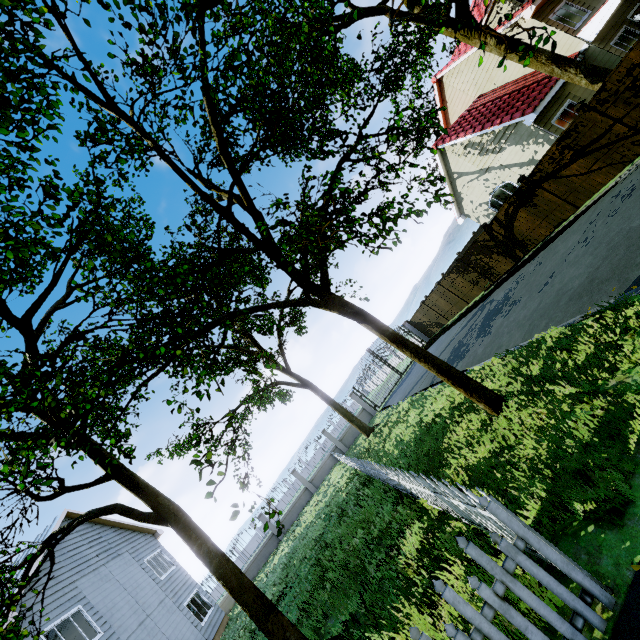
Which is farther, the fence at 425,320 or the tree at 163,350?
the fence at 425,320

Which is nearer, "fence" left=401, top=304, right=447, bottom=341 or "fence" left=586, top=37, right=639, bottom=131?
"fence" left=586, top=37, right=639, bottom=131

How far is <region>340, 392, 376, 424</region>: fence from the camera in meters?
23.6

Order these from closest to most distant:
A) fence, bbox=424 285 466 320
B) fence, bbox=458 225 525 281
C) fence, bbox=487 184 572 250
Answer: fence, bbox=487 184 572 250
fence, bbox=458 225 525 281
fence, bbox=424 285 466 320

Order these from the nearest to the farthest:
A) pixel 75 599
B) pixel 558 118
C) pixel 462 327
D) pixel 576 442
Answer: pixel 576 442
pixel 75 599
pixel 558 118
pixel 462 327

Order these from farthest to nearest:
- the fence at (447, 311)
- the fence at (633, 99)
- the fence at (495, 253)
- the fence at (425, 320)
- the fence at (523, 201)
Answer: the fence at (425, 320) < the fence at (447, 311) < the fence at (495, 253) < the fence at (523, 201) < the fence at (633, 99)
